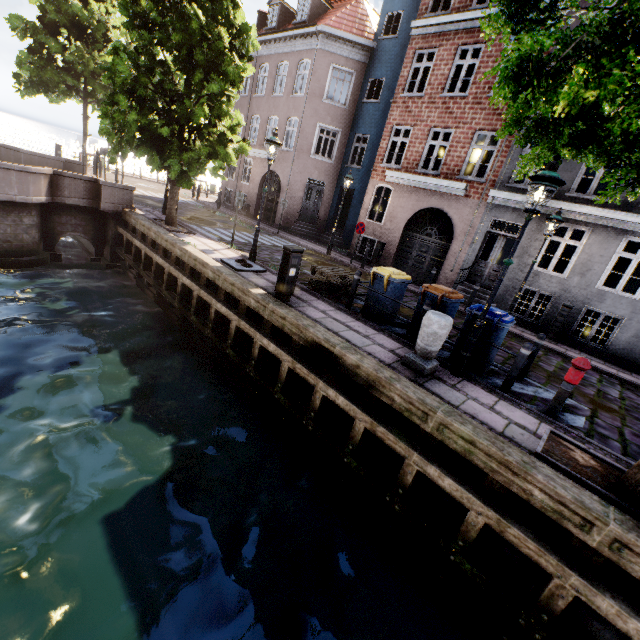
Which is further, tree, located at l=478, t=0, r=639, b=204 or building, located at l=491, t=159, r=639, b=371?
building, located at l=491, t=159, r=639, b=371

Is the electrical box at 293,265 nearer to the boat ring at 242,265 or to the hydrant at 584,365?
the boat ring at 242,265

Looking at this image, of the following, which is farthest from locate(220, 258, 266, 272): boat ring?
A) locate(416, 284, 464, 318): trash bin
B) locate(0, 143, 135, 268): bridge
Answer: locate(0, 143, 135, 268): bridge

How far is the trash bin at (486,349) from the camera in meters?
6.4

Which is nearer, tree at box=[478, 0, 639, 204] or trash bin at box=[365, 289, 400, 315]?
tree at box=[478, 0, 639, 204]

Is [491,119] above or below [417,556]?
above

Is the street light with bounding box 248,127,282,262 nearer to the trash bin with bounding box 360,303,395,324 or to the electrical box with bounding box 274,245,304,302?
the electrical box with bounding box 274,245,304,302

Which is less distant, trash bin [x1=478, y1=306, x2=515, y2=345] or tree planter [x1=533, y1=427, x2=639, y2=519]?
tree planter [x1=533, y1=427, x2=639, y2=519]
